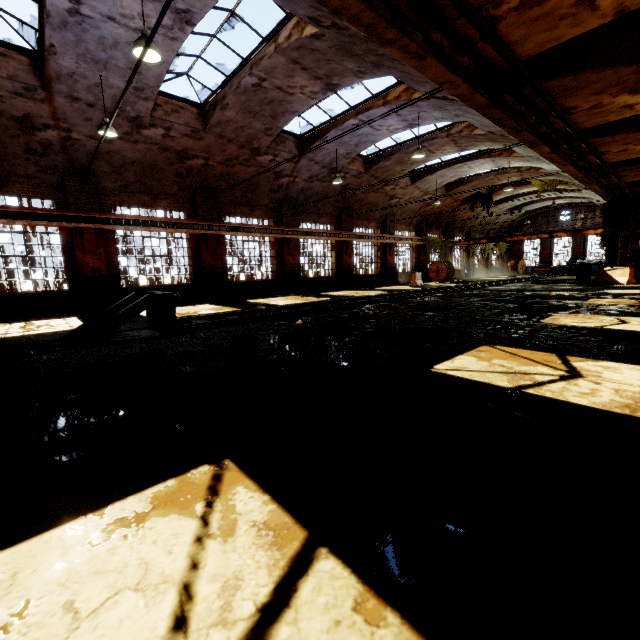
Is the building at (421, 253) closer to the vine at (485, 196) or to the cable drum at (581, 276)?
the vine at (485, 196)

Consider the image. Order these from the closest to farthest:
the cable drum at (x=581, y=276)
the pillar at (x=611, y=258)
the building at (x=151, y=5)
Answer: the building at (x=151, y=5) → the pillar at (x=611, y=258) → the cable drum at (x=581, y=276)

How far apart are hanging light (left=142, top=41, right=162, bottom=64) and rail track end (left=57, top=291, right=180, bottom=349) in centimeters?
487cm

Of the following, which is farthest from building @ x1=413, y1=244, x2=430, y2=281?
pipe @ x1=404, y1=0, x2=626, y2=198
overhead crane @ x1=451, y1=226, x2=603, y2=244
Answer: pipe @ x1=404, y1=0, x2=626, y2=198

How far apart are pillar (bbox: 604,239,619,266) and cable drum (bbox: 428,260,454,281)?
10.0 meters

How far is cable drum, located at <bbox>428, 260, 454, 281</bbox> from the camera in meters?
27.7

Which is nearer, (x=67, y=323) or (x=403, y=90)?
(x=67, y=323)

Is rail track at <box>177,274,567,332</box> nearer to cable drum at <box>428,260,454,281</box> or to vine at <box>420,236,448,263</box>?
cable drum at <box>428,260,454,281</box>
